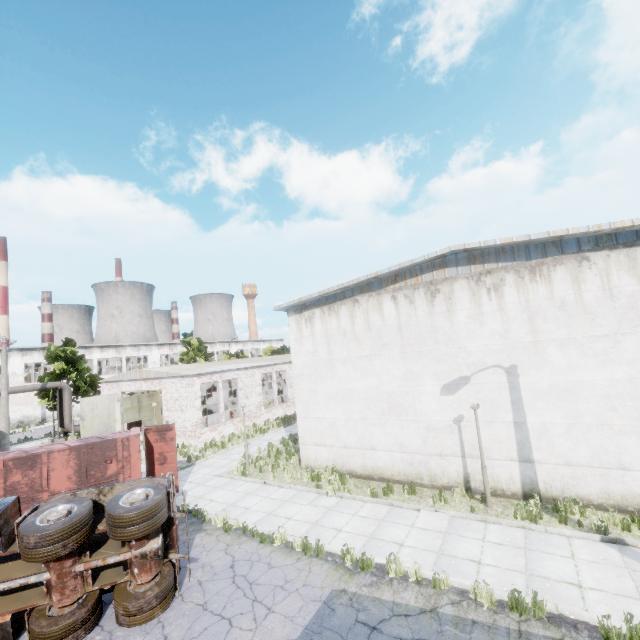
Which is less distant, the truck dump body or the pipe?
the truck dump body

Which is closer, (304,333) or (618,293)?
(618,293)

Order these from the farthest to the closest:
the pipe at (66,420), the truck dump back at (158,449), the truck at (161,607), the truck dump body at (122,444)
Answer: the pipe at (66,420)
the truck dump back at (158,449)
the truck dump body at (122,444)
the truck at (161,607)

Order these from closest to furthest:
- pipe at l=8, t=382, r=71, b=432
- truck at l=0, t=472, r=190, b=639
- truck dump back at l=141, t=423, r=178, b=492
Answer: truck at l=0, t=472, r=190, b=639 → truck dump back at l=141, t=423, r=178, b=492 → pipe at l=8, t=382, r=71, b=432

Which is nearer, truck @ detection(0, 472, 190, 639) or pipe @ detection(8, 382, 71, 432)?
truck @ detection(0, 472, 190, 639)

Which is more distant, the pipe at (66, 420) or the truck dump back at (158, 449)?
the pipe at (66, 420)

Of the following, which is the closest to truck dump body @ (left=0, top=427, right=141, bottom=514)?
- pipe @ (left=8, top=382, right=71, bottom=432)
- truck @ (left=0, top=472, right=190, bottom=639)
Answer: truck @ (left=0, top=472, right=190, bottom=639)
